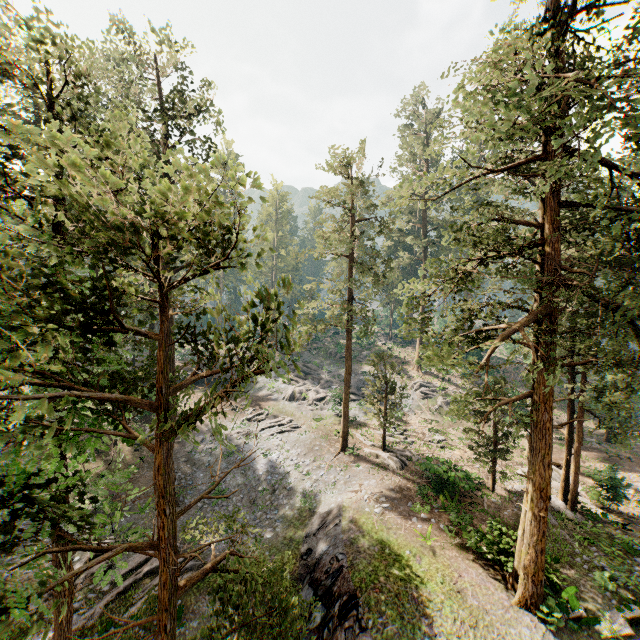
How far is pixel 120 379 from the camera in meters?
6.7

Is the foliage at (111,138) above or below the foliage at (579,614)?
above

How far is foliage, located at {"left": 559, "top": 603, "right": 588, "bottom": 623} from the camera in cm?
1292

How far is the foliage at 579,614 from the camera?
12.92m

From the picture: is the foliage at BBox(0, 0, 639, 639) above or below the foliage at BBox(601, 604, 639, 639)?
above

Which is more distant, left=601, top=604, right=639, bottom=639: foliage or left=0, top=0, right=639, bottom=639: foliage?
left=601, top=604, right=639, bottom=639: foliage
